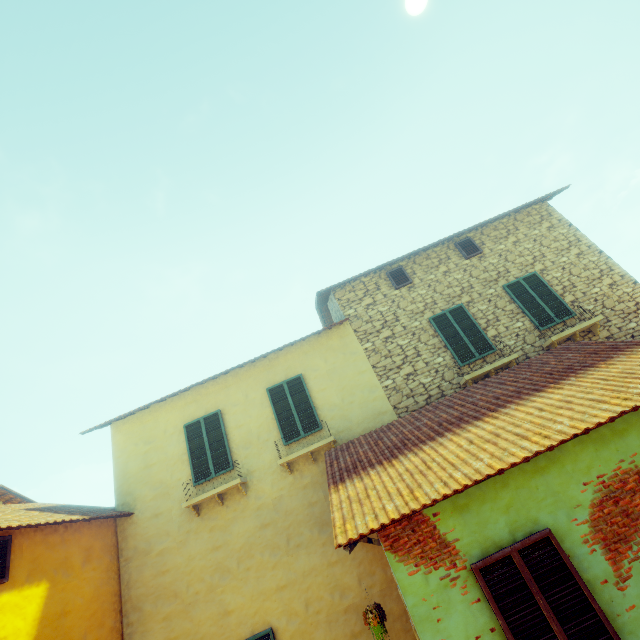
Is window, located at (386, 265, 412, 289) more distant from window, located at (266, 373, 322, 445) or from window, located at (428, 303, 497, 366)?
window, located at (266, 373, 322, 445)

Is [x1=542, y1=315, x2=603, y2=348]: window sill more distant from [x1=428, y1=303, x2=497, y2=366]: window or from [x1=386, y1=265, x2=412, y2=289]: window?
[x1=386, y1=265, x2=412, y2=289]: window

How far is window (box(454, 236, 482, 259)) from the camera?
10.2 meters

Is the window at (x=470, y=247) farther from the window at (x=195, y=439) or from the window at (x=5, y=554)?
the window at (x=195, y=439)

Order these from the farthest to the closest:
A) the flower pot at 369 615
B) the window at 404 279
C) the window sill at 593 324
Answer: the window at 404 279 → the window sill at 593 324 → the flower pot at 369 615

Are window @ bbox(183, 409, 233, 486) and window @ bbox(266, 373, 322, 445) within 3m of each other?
yes

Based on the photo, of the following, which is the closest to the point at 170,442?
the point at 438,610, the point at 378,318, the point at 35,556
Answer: the point at 35,556

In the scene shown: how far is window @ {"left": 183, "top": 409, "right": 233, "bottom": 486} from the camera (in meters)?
8.38
